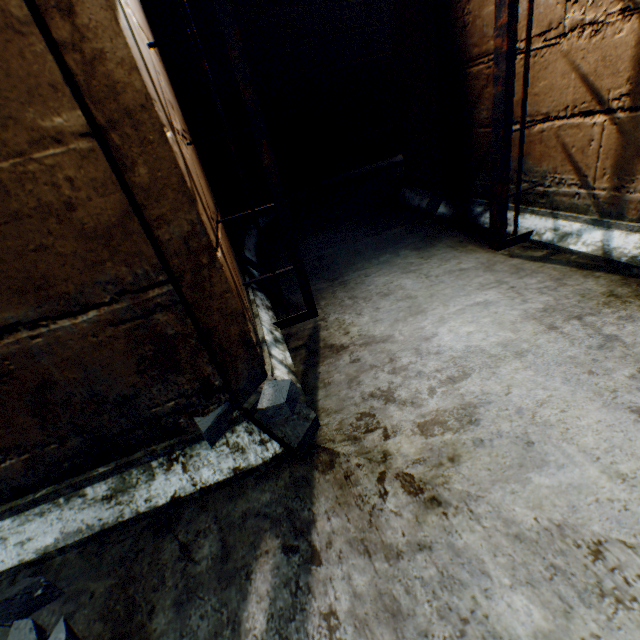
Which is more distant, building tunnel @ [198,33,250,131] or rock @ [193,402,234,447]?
building tunnel @ [198,33,250,131]

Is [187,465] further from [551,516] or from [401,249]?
[401,249]

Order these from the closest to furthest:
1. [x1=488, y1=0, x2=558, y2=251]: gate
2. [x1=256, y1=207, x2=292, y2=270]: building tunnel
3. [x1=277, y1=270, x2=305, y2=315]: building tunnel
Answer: [x1=488, y1=0, x2=558, y2=251]: gate → [x1=277, y1=270, x2=305, y2=315]: building tunnel → [x1=256, y1=207, x2=292, y2=270]: building tunnel

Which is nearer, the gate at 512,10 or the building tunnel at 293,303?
→ the gate at 512,10

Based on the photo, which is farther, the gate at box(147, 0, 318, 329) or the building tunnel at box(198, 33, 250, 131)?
the building tunnel at box(198, 33, 250, 131)

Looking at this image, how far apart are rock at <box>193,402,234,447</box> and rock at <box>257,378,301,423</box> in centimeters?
15cm

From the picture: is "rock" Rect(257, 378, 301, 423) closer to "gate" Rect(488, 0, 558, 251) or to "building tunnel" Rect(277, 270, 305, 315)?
"building tunnel" Rect(277, 270, 305, 315)

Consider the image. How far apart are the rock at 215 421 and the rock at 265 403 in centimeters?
15cm
